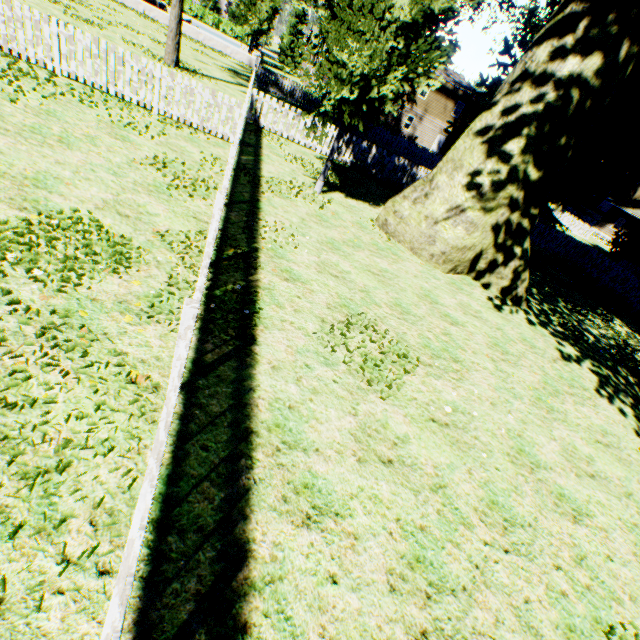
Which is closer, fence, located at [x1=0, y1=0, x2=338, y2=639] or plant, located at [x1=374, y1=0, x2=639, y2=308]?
fence, located at [x1=0, y1=0, x2=338, y2=639]

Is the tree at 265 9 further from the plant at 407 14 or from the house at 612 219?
the house at 612 219

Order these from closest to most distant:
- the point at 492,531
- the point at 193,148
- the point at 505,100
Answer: the point at 492,531 → the point at 505,100 → the point at 193,148

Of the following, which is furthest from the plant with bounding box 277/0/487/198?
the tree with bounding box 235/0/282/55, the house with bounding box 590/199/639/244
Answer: the house with bounding box 590/199/639/244

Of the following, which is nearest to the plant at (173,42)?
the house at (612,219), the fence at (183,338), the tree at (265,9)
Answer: the fence at (183,338)

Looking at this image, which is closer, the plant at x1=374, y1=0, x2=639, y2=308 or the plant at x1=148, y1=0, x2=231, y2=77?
the plant at x1=374, y1=0, x2=639, y2=308

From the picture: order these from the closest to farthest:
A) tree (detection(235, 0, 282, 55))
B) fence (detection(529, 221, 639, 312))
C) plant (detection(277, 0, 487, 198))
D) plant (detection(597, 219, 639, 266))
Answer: plant (detection(277, 0, 487, 198)) < fence (detection(529, 221, 639, 312)) < plant (detection(597, 219, 639, 266)) < tree (detection(235, 0, 282, 55))
